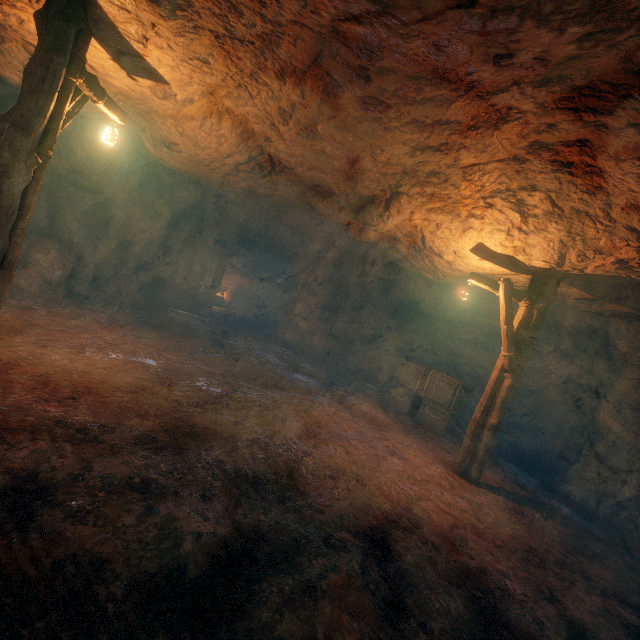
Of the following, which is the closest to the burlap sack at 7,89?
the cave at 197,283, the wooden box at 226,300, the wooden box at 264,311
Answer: the cave at 197,283

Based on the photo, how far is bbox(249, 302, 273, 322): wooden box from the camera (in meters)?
22.44

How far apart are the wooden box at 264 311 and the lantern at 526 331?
16.67m

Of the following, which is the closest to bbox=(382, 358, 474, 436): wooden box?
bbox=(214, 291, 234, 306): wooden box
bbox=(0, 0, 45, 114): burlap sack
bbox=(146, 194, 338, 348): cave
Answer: bbox=(0, 0, 45, 114): burlap sack

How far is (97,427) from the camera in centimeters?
387cm

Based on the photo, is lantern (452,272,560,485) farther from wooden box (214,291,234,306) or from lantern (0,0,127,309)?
wooden box (214,291,234,306)

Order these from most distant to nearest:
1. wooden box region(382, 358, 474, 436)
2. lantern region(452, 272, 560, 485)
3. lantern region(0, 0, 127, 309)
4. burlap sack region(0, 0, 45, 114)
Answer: wooden box region(382, 358, 474, 436) < lantern region(452, 272, 560, 485) < burlap sack region(0, 0, 45, 114) < lantern region(0, 0, 127, 309)

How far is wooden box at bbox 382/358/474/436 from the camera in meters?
9.9
